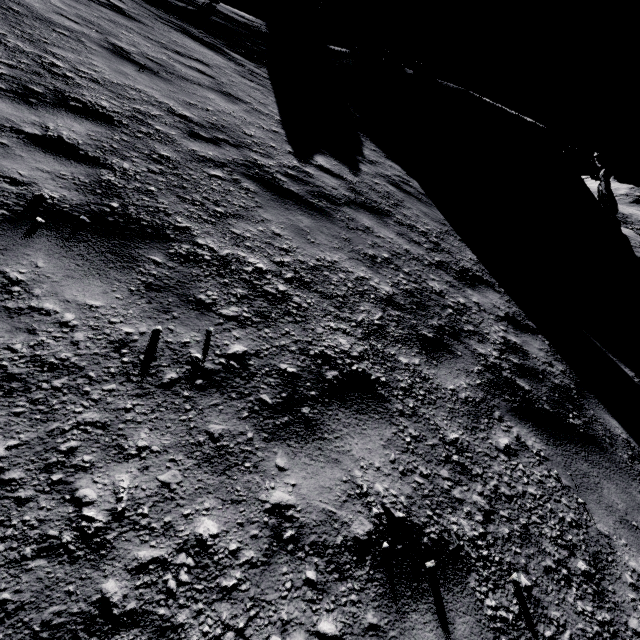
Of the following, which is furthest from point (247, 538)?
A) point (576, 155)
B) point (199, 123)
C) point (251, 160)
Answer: point (576, 155)

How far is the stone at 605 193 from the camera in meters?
18.0 m

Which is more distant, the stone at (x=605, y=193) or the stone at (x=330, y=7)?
the stone at (x=330, y=7)

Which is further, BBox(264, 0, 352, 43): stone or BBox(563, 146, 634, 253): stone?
BBox(264, 0, 352, 43): stone

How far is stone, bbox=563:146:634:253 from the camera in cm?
1803

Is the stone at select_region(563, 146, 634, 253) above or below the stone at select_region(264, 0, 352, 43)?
below
